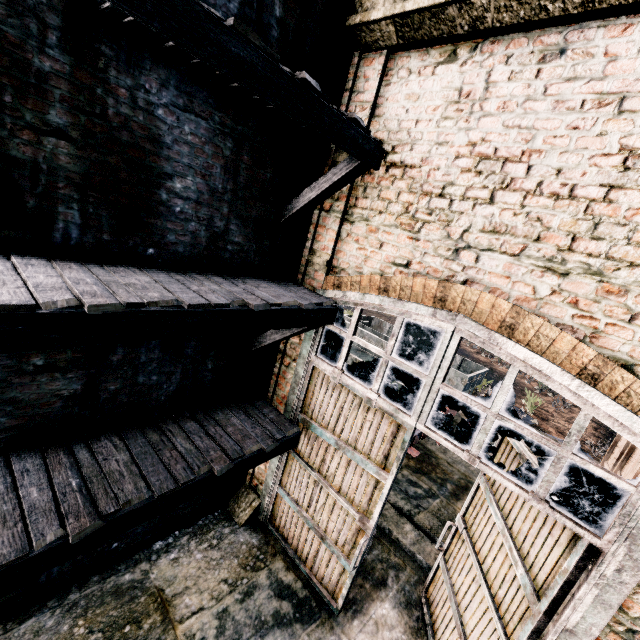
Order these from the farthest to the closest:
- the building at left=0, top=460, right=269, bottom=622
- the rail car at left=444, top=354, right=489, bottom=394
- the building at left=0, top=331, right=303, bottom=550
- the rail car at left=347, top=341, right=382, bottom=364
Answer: the rail car at left=444, top=354, right=489, bottom=394 < the rail car at left=347, top=341, right=382, bottom=364 < the building at left=0, top=460, right=269, bottom=622 < the building at left=0, top=331, right=303, bottom=550

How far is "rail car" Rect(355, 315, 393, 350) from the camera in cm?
1316

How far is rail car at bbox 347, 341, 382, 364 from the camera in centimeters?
1034cm

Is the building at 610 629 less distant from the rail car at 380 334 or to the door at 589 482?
the door at 589 482

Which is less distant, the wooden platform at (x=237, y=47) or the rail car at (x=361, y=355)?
the wooden platform at (x=237, y=47)

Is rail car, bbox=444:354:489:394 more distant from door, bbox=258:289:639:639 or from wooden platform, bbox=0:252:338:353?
wooden platform, bbox=0:252:338:353

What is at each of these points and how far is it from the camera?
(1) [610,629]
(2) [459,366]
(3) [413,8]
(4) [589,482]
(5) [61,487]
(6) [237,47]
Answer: (1) building, 2.90m
(2) rail car, 15.24m
(3) building, 3.63m
(4) door, 3.02m
(5) wooden platform, 3.16m
(6) wooden platform, 2.32m

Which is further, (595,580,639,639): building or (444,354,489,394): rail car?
(444,354,489,394): rail car
